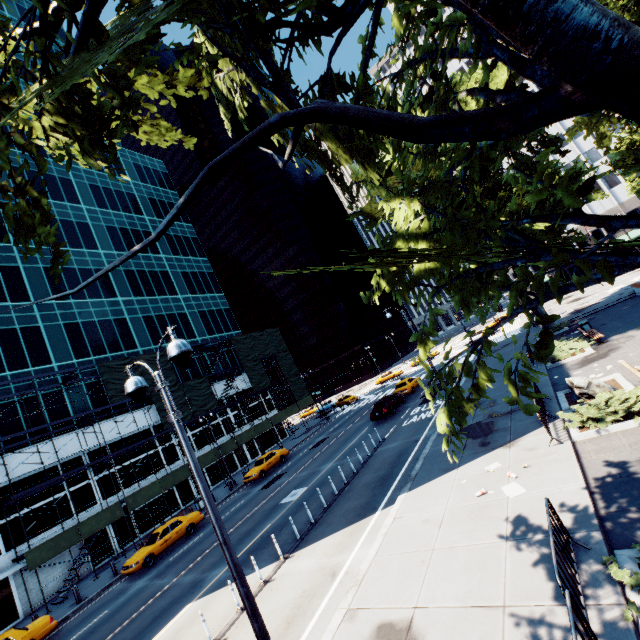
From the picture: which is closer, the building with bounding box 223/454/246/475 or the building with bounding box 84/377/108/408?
the building with bounding box 84/377/108/408

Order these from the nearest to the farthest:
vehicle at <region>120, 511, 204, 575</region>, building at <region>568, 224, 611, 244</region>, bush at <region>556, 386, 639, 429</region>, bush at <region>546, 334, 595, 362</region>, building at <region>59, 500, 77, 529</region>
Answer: bush at <region>556, 386, 639, 429</region>, bush at <region>546, 334, 595, 362</region>, vehicle at <region>120, 511, 204, 575</region>, building at <region>59, 500, 77, 529</region>, building at <region>568, 224, 611, 244</region>

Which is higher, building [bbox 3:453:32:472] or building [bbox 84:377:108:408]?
building [bbox 84:377:108:408]

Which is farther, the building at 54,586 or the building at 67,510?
the building at 67,510

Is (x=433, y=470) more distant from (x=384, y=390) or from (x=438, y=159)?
(x=384, y=390)

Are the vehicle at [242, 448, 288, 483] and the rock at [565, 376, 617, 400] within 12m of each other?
no

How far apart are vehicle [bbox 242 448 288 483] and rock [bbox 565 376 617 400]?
24.3m

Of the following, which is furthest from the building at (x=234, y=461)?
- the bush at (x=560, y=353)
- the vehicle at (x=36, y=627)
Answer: the bush at (x=560, y=353)
